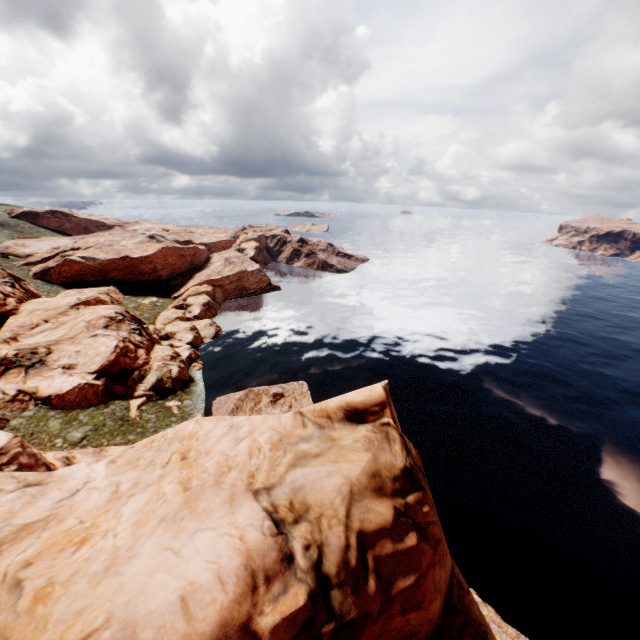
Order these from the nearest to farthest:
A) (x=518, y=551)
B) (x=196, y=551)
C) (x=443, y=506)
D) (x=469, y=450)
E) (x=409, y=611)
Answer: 1. (x=196, y=551)
2. (x=409, y=611)
3. (x=518, y=551)
4. (x=443, y=506)
5. (x=469, y=450)
